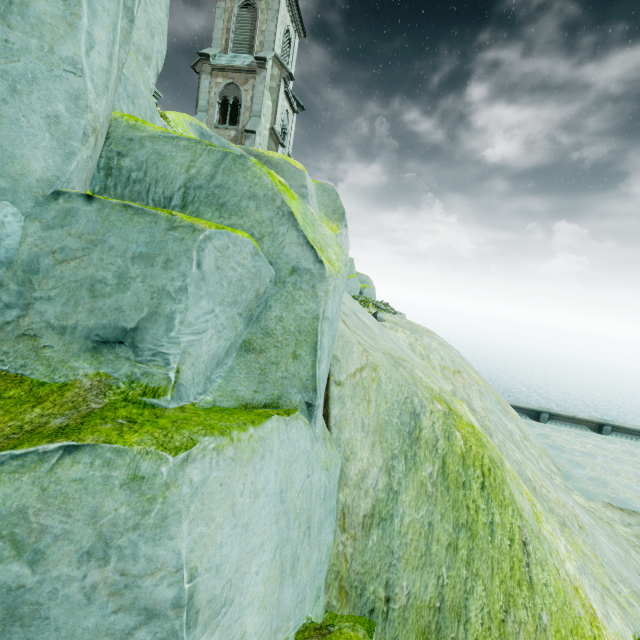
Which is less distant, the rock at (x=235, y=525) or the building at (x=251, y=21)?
the rock at (x=235, y=525)

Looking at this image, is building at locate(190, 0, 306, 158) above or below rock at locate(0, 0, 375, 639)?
above

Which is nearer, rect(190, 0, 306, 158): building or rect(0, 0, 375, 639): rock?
rect(0, 0, 375, 639): rock

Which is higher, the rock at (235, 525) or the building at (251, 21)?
the building at (251, 21)

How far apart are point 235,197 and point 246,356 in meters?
1.4
